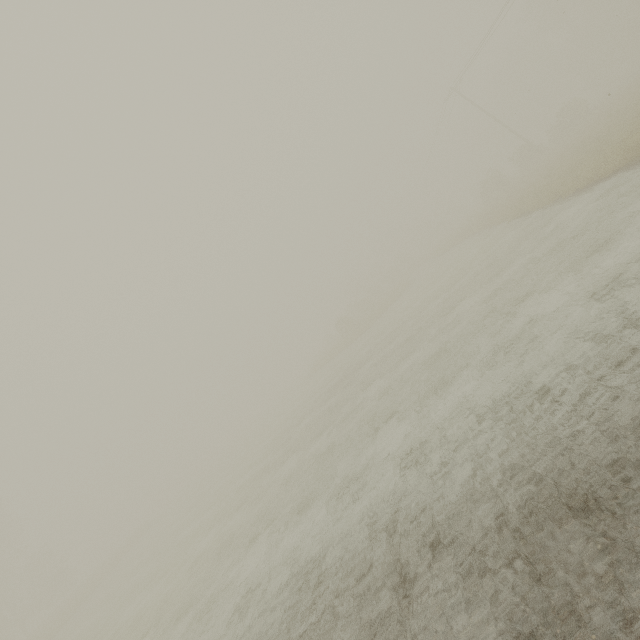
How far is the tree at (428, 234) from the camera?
55.1m

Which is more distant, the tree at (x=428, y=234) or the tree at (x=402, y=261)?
the tree at (x=428, y=234)

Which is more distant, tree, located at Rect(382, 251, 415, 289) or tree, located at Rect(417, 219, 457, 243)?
tree, located at Rect(417, 219, 457, 243)

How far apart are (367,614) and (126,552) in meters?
47.8

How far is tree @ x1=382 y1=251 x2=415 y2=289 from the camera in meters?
51.6 m
